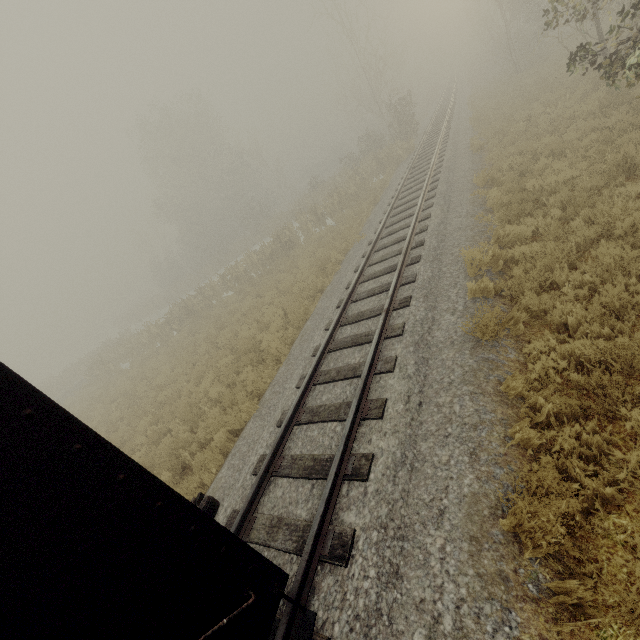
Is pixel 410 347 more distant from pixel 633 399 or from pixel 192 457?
pixel 192 457
